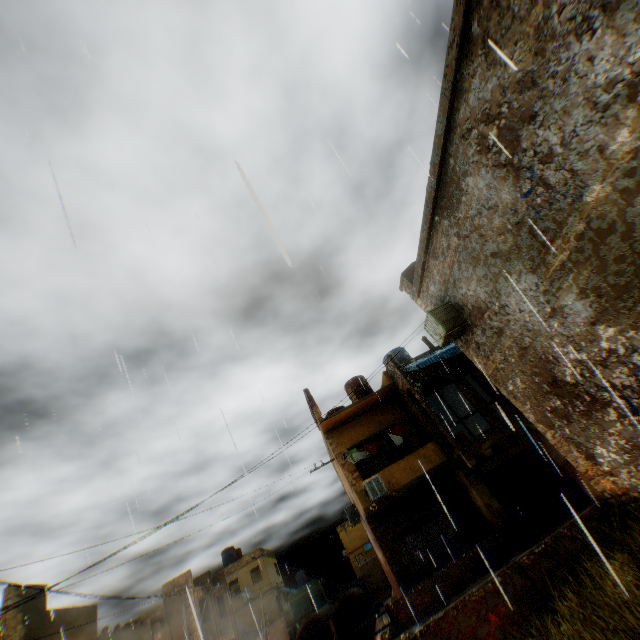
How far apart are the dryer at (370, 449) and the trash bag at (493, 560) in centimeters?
444cm

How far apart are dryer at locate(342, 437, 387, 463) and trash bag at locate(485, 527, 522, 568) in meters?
4.4 m

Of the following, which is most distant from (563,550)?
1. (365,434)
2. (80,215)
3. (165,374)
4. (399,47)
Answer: (365,434)

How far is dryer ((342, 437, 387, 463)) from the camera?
16.8 meters

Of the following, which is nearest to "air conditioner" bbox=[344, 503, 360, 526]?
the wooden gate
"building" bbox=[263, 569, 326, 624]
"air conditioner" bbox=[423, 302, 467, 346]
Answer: "air conditioner" bbox=[423, 302, 467, 346]

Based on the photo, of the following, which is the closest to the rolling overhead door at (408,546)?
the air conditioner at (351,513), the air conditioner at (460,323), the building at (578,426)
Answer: the building at (578,426)

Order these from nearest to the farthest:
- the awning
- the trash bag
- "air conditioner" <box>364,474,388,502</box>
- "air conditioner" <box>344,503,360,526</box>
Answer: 1. the trash bag
2. "air conditioner" <box>364,474,388,502</box>
3. the awning
4. "air conditioner" <box>344,503,360,526</box>

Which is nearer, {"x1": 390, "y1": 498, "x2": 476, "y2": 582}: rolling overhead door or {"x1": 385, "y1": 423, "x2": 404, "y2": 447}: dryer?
{"x1": 390, "y1": 498, "x2": 476, "y2": 582}: rolling overhead door
